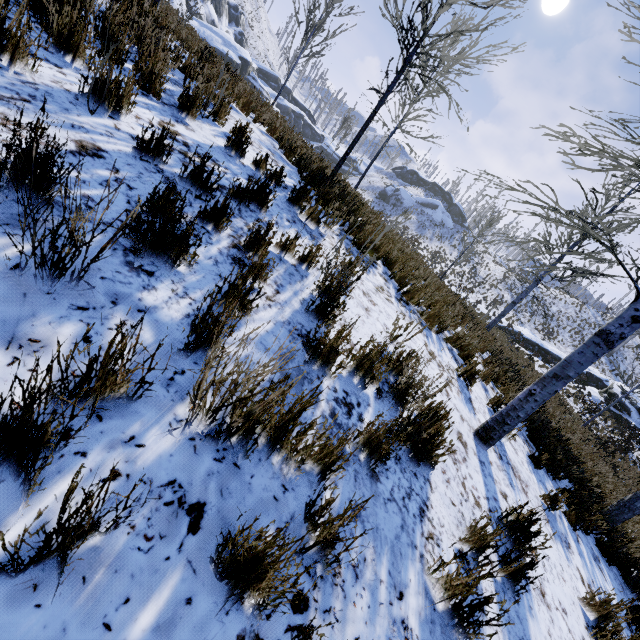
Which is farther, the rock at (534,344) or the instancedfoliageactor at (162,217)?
the rock at (534,344)

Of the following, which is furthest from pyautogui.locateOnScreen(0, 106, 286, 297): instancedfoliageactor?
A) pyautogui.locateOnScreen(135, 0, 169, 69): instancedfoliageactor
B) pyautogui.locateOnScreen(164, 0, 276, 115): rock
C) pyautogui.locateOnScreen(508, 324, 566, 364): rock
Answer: pyautogui.locateOnScreen(508, 324, 566, 364): rock

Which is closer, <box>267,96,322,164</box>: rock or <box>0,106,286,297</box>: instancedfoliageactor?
<box>0,106,286,297</box>: instancedfoliageactor

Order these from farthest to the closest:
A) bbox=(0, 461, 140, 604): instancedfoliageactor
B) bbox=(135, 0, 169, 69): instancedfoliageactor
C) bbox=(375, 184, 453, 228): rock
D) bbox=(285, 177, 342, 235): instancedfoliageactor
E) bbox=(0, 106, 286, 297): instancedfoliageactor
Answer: bbox=(375, 184, 453, 228): rock < bbox=(285, 177, 342, 235): instancedfoliageactor < bbox=(135, 0, 169, 69): instancedfoliageactor < bbox=(0, 106, 286, 297): instancedfoliageactor < bbox=(0, 461, 140, 604): instancedfoliageactor

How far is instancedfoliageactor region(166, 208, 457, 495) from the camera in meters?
1.4 m

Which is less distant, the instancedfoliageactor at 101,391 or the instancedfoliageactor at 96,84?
the instancedfoliageactor at 101,391

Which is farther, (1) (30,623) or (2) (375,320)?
(2) (375,320)
